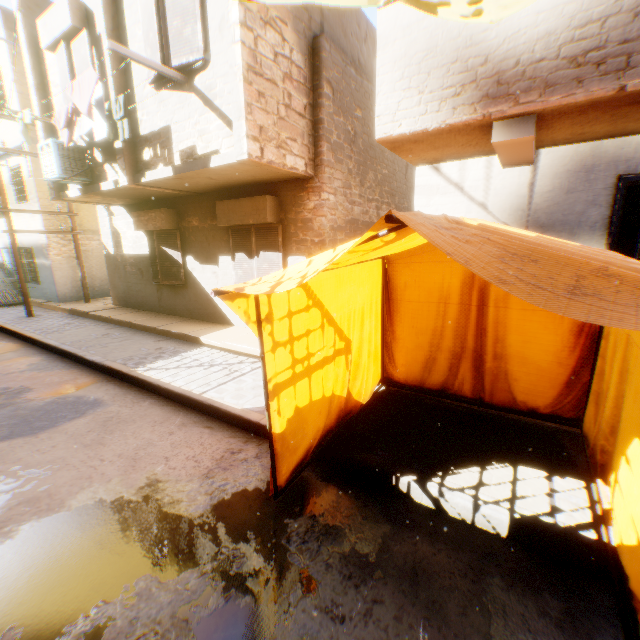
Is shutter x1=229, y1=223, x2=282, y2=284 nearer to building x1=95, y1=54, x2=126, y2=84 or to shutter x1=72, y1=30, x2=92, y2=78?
building x1=95, y1=54, x2=126, y2=84

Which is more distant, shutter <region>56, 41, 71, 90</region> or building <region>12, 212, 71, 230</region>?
building <region>12, 212, 71, 230</region>

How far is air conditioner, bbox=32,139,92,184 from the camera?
7.5 meters

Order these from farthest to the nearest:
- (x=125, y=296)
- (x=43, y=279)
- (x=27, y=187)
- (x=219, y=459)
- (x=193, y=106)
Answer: (x=43, y=279) < (x=27, y=187) < (x=125, y=296) < (x=193, y=106) < (x=219, y=459)

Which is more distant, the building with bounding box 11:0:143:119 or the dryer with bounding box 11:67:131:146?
the building with bounding box 11:0:143:119

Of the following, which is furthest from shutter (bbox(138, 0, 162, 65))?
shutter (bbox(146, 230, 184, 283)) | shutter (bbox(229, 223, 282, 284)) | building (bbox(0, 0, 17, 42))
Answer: shutter (bbox(146, 230, 184, 283))

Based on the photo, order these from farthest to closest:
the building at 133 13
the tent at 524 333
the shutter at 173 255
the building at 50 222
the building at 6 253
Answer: the building at 6 253 < the building at 50 222 < the shutter at 173 255 < the building at 133 13 < the tent at 524 333

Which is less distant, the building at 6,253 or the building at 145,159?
the building at 145,159
